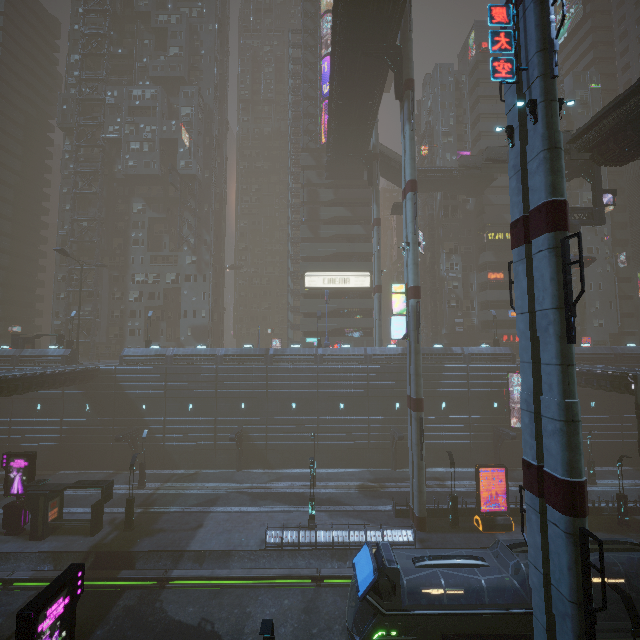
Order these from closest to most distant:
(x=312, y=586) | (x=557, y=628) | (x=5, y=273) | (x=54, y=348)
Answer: (x=557, y=628) → (x=312, y=586) → (x=54, y=348) → (x=5, y=273)

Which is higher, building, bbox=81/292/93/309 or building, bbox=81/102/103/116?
building, bbox=81/102/103/116

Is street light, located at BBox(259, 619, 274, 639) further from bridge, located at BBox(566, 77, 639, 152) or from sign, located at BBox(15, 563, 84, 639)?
bridge, located at BBox(566, 77, 639, 152)

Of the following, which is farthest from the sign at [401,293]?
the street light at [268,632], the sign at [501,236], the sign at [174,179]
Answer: the sign at [174,179]

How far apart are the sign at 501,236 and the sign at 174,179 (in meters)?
48.33

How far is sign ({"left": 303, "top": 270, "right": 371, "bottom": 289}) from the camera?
50.03m

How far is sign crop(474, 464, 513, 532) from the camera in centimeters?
2459cm

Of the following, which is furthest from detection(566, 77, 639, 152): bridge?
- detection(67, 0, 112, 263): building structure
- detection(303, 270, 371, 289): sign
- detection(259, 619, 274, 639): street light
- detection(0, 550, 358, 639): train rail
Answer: detection(67, 0, 112, 263): building structure
